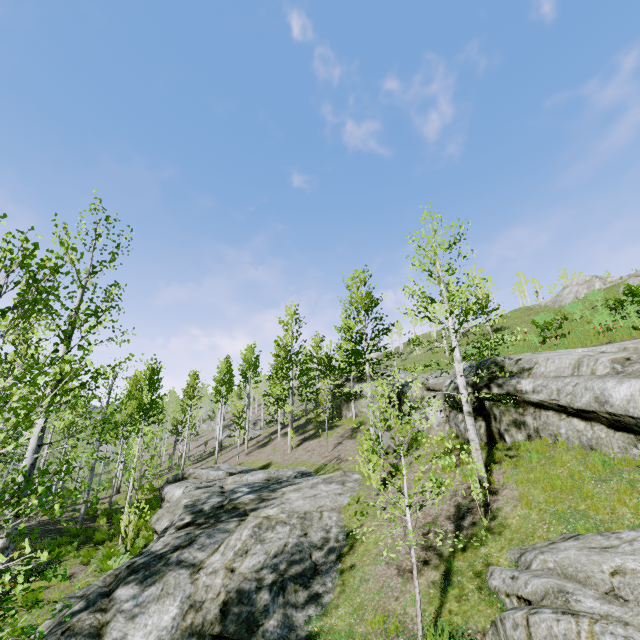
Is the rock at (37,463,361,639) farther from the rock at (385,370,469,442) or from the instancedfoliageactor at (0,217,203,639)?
the rock at (385,370,469,442)

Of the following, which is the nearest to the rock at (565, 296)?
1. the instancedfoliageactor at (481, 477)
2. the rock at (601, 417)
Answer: the rock at (601, 417)

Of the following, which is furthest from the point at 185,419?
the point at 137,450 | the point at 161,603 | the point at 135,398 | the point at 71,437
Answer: the point at 161,603

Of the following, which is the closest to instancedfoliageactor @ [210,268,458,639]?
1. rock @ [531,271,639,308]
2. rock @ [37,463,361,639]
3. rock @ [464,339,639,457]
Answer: rock @ [37,463,361,639]

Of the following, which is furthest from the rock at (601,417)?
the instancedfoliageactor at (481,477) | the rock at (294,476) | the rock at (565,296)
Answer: the rock at (565,296)

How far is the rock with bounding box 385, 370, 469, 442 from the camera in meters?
12.5 m

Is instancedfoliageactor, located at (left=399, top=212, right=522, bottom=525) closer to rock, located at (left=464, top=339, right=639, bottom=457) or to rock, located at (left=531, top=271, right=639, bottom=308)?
rock, located at (left=464, top=339, right=639, bottom=457)
